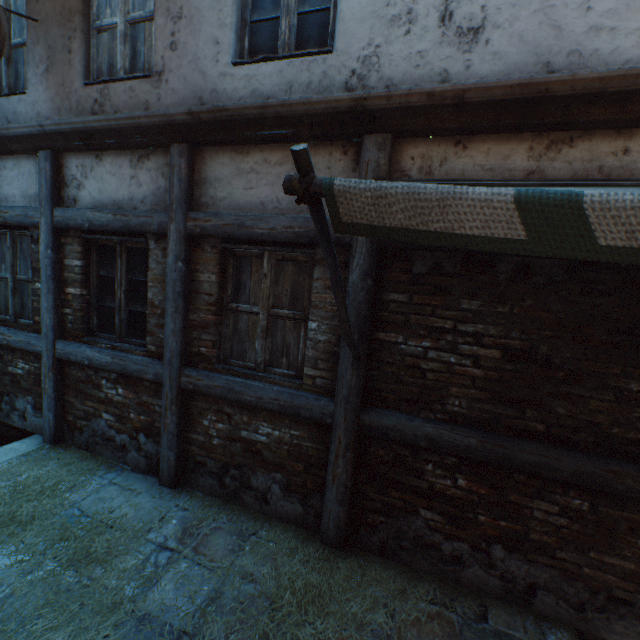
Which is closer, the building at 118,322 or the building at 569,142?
the building at 569,142

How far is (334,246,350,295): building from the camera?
2.87m

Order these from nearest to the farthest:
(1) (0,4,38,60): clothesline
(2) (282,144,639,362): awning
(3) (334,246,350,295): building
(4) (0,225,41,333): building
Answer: (2) (282,144,639,362): awning
(3) (334,246,350,295): building
(1) (0,4,38,60): clothesline
(4) (0,225,41,333): building

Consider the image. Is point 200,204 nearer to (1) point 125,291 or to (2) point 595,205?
(1) point 125,291

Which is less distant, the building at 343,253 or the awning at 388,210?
the awning at 388,210

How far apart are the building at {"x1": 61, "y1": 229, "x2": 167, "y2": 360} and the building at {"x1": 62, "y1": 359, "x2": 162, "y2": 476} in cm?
24

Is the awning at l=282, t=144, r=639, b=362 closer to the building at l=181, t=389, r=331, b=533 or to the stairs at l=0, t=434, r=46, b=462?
the building at l=181, t=389, r=331, b=533

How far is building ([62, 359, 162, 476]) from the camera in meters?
3.8 m
